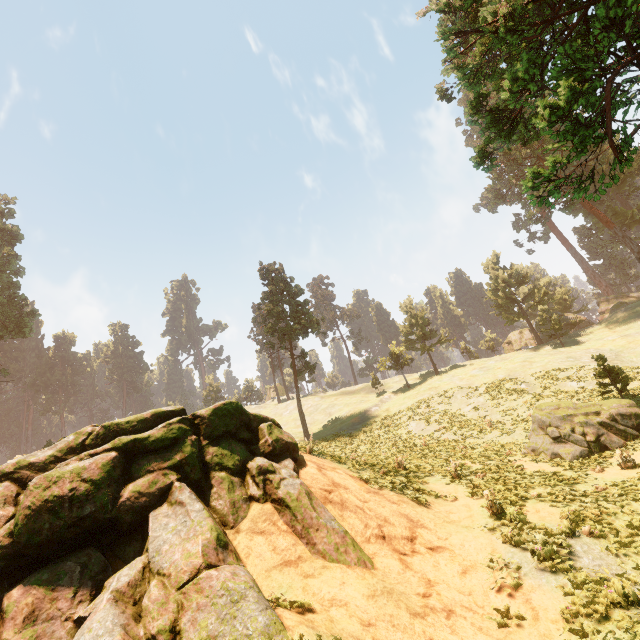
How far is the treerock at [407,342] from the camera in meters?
48.8 m

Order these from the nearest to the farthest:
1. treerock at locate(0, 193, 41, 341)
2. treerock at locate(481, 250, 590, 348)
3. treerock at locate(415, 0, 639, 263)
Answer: treerock at locate(415, 0, 639, 263)
treerock at locate(0, 193, 41, 341)
treerock at locate(481, 250, 590, 348)

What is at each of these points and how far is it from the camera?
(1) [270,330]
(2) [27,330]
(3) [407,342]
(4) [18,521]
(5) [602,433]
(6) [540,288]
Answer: (1) treerock, 39.8m
(2) treerock, 38.9m
(3) treerock, 53.4m
(4) rock, 7.5m
(5) treerock, 16.5m
(6) treerock, 50.2m

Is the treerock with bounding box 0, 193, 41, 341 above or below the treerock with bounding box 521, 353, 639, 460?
above

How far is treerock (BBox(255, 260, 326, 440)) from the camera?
39.3 meters

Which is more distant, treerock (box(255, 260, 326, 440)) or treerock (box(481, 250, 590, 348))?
treerock (box(481, 250, 590, 348))

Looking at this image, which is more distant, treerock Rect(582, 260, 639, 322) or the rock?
treerock Rect(582, 260, 639, 322)
